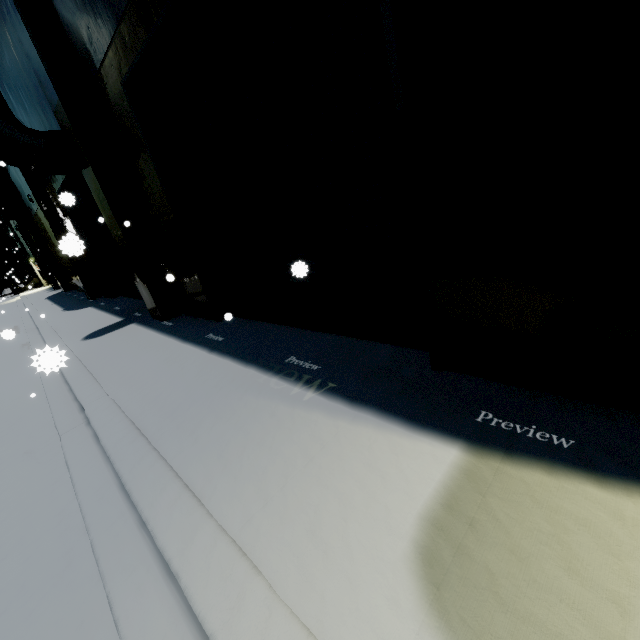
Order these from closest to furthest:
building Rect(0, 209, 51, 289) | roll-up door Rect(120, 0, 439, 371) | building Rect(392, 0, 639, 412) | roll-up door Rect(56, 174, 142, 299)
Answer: building Rect(392, 0, 639, 412), roll-up door Rect(120, 0, 439, 371), roll-up door Rect(56, 174, 142, 299), building Rect(0, 209, 51, 289)

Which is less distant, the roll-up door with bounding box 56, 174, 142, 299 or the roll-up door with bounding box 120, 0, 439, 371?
the roll-up door with bounding box 120, 0, 439, 371

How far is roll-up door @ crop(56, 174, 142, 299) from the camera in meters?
10.7

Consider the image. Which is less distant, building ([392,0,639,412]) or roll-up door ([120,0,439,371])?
building ([392,0,639,412])

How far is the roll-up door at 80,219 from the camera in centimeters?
1067cm

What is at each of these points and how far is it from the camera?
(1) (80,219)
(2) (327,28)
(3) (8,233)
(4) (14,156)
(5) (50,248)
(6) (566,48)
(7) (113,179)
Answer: (1) roll-up door, 13.05m
(2) roll-up door, 2.97m
(3) building, 39.31m
(4) vent duct, 7.09m
(5) building, 21.36m
(6) building, 1.81m
(7) building, 7.10m

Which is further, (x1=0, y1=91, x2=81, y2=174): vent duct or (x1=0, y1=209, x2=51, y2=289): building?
(x1=0, y1=209, x2=51, y2=289): building

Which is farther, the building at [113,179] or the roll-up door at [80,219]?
the roll-up door at [80,219]
